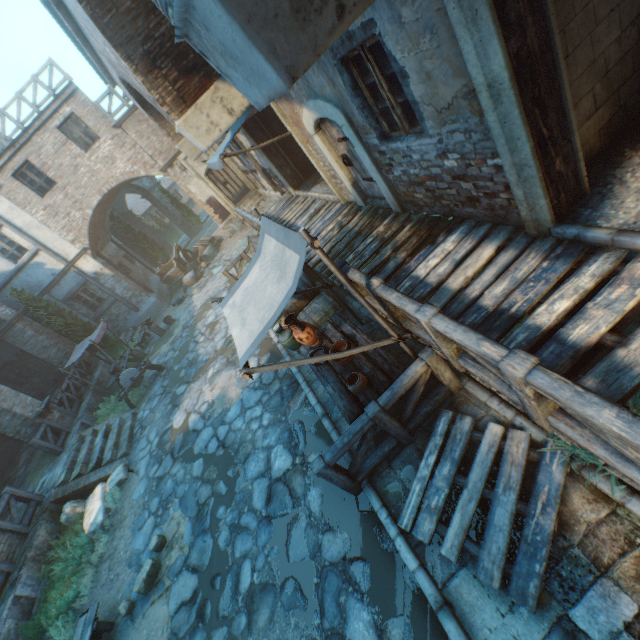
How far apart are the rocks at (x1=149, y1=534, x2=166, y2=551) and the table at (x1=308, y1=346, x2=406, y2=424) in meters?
4.7

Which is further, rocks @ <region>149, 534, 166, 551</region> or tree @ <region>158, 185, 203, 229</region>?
tree @ <region>158, 185, 203, 229</region>

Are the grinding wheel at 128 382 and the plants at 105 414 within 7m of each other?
yes

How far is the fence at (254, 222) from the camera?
9.72m

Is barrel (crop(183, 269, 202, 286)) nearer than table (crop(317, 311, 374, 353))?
No

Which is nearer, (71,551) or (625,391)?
(625,391)

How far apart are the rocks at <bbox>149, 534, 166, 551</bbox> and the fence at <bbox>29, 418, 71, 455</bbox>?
7.2m

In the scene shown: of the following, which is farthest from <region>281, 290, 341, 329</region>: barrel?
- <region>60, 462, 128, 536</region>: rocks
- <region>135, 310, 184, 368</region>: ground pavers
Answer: <region>135, 310, 184, 368</region>: ground pavers
